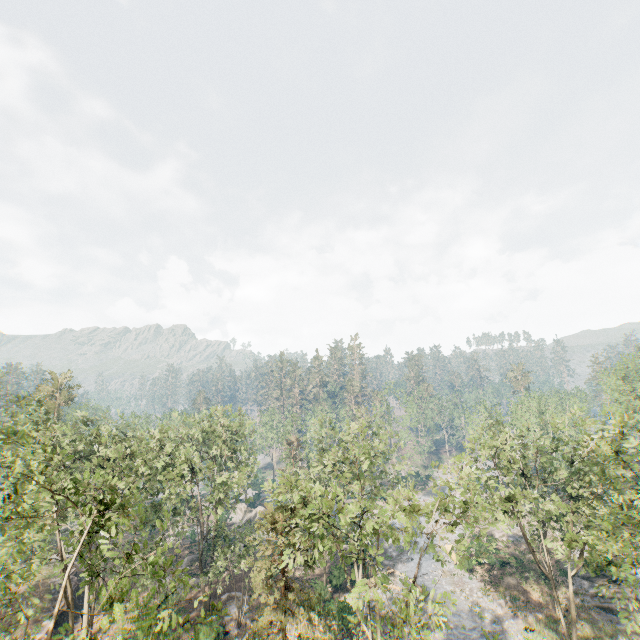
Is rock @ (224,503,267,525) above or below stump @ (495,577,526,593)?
above

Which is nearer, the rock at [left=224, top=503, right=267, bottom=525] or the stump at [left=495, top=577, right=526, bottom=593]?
the stump at [left=495, top=577, right=526, bottom=593]

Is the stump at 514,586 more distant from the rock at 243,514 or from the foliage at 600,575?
the rock at 243,514

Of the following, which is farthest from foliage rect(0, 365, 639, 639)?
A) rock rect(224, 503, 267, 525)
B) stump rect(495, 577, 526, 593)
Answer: stump rect(495, 577, 526, 593)

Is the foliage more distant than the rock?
No

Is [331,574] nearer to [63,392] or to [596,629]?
[596,629]

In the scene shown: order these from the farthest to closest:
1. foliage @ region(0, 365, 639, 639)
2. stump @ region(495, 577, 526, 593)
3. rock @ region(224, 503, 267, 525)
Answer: rock @ region(224, 503, 267, 525) < stump @ region(495, 577, 526, 593) < foliage @ region(0, 365, 639, 639)
